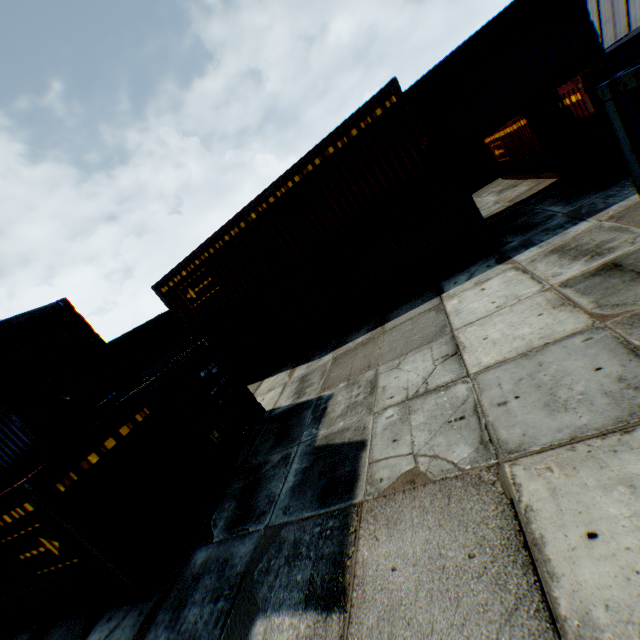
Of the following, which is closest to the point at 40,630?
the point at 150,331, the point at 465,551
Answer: the point at 465,551
